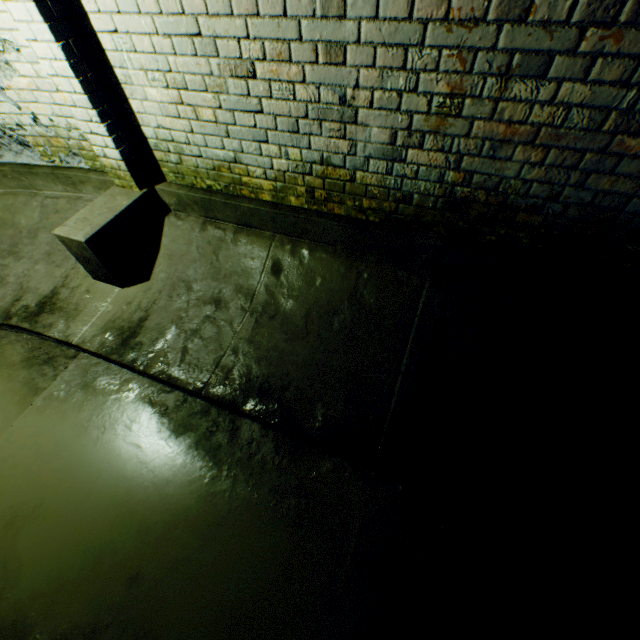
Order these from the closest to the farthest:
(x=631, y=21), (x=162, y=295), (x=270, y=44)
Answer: (x=631, y=21)
(x=270, y=44)
(x=162, y=295)
